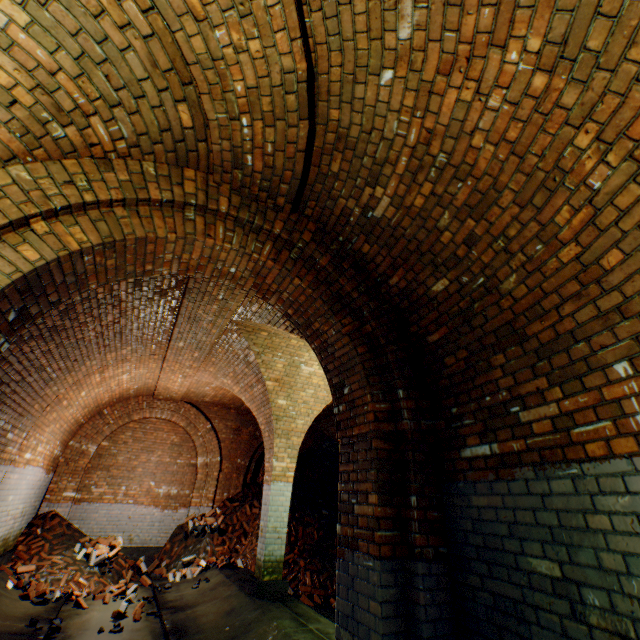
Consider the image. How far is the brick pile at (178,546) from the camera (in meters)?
8.62

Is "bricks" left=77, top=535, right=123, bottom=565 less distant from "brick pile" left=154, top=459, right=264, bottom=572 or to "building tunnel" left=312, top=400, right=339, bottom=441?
"brick pile" left=154, top=459, right=264, bottom=572

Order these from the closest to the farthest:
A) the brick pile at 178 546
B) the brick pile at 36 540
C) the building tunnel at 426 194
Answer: the building tunnel at 426 194 → the brick pile at 36 540 → the brick pile at 178 546

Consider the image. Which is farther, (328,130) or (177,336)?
(177,336)

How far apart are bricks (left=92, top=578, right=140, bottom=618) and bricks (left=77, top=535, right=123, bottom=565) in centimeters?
86cm

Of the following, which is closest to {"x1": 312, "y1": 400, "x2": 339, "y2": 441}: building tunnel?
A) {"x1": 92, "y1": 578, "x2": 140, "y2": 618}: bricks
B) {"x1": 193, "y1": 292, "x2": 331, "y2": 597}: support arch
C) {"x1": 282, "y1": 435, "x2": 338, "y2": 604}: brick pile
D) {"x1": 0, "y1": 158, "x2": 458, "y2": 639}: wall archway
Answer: {"x1": 282, "y1": 435, "x2": 338, "y2": 604}: brick pile

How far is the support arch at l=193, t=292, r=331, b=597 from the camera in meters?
5.9

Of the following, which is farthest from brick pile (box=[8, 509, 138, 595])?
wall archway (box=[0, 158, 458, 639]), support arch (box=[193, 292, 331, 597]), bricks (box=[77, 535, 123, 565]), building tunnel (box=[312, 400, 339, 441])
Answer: wall archway (box=[0, 158, 458, 639])
